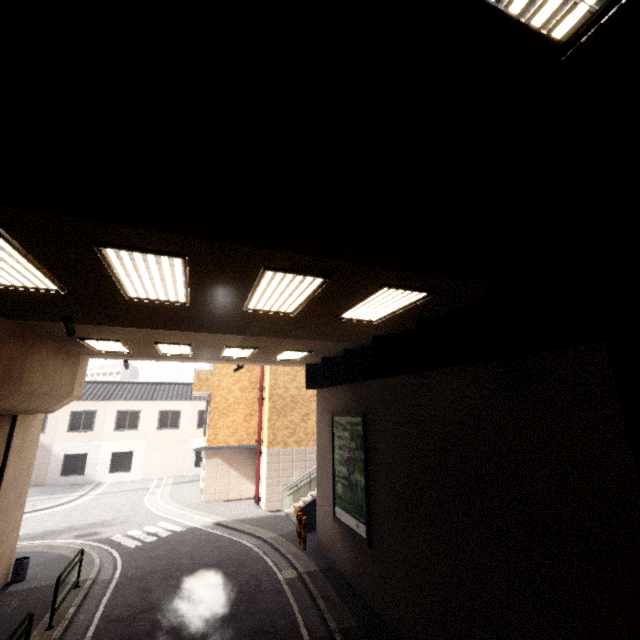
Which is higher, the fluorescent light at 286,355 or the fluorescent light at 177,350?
the fluorescent light at 286,355

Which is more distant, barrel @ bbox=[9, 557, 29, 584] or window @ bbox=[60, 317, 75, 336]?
barrel @ bbox=[9, 557, 29, 584]

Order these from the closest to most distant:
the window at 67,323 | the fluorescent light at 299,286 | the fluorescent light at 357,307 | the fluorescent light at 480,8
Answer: the fluorescent light at 480,8, the fluorescent light at 299,286, the fluorescent light at 357,307, the window at 67,323

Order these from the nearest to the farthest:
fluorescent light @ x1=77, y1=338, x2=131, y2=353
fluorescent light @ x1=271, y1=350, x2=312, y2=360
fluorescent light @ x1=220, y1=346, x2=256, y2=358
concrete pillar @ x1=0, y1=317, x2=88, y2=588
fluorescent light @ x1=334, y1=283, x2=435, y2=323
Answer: fluorescent light @ x1=334, y1=283, x2=435, y2=323 < concrete pillar @ x1=0, y1=317, x2=88, y2=588 < fluorescent light @ x1=77, y1=338, x2=131, y2=353 < fluorescent light @ x1=220, y1=346, x2=256, y2=358 < fluorescent light @ x1=271, y1=350, x2=312, y2=360

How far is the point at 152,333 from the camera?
8.2 meters

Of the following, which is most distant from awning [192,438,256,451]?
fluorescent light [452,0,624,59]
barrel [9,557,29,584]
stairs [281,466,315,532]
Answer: fluorescent light [452,0,624,59]

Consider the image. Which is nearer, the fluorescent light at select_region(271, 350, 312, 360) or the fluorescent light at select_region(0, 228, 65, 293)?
the fluorescent light at select_region(0, 228, 65, 293)

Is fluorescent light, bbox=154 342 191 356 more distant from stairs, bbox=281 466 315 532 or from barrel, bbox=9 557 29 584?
stairs, bbox=281 466 315 532
